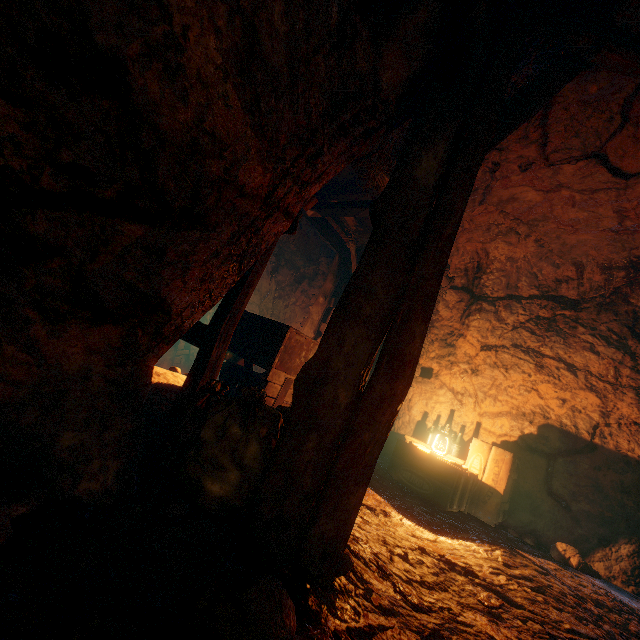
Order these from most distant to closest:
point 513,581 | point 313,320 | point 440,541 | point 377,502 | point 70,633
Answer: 1. point 313,320
2. point 377,502
3. point 440,541
4. point 513,581
5. point 70,633

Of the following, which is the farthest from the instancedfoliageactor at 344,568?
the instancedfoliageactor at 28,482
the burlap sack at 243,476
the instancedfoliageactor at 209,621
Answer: the burlap sack at 243,476

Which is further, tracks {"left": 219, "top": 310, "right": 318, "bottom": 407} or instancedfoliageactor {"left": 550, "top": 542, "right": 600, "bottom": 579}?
tracks {"left": 219, "top": 310, "right": 318, "bottom": 407}

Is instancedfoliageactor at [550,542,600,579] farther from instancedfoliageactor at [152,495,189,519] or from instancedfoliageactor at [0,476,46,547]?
instancedfoliageactor at [0,476,46,547]

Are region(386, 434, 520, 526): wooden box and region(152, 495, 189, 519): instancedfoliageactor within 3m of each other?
no

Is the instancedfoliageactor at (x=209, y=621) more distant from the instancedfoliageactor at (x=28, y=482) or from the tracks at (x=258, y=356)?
the tracks at (x=258, y=356)

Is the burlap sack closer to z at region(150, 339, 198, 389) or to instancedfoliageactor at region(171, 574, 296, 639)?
z at region(150, 339, 198, 389)

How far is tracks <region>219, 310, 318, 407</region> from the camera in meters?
4.8
